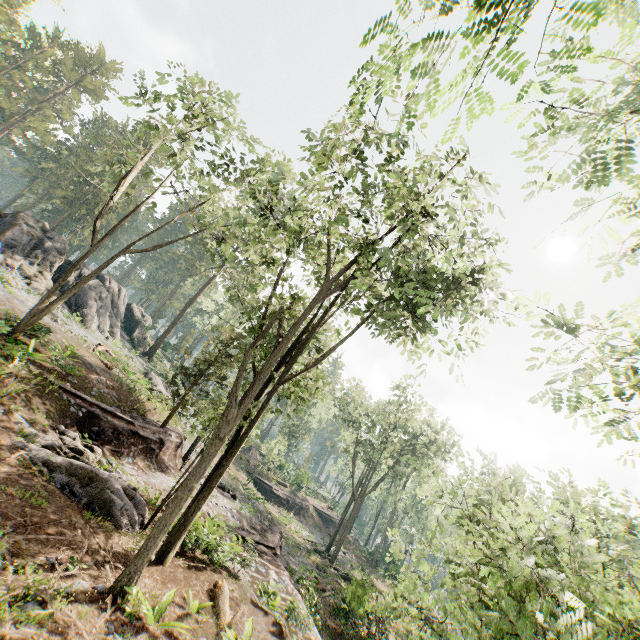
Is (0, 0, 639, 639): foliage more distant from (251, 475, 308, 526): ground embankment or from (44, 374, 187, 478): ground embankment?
(251, 475, 308, 526): ground embankment

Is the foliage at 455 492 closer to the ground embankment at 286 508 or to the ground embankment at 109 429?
the ground embankment at 109 429

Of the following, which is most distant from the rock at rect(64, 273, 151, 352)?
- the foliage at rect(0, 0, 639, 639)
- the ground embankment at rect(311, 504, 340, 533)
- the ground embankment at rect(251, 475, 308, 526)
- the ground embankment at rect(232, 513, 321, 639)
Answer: the ground embankment at rect(311, 504, 340, 533)

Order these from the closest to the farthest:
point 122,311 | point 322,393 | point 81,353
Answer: point 322,393 → point 81,353 → point 122,311

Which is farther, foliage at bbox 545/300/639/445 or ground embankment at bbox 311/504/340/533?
ground embankment at bbox 311/504/340/533

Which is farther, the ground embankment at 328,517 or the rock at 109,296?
the ground embankment at 328,517

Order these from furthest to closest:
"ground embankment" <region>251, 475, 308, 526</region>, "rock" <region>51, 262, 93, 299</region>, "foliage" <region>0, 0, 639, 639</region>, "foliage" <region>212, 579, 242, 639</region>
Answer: "ground embankment" <region>251, 475, 308, 526</region>, "rock" <region>51, 262, 93, 299</region>, "foliage" <region>212, 579, 242, 639</region>, "foliage" <region>0, 0, 639, 639</region>

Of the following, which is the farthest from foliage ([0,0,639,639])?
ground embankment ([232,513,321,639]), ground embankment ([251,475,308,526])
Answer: ground embankment ([251,475,308,526])
